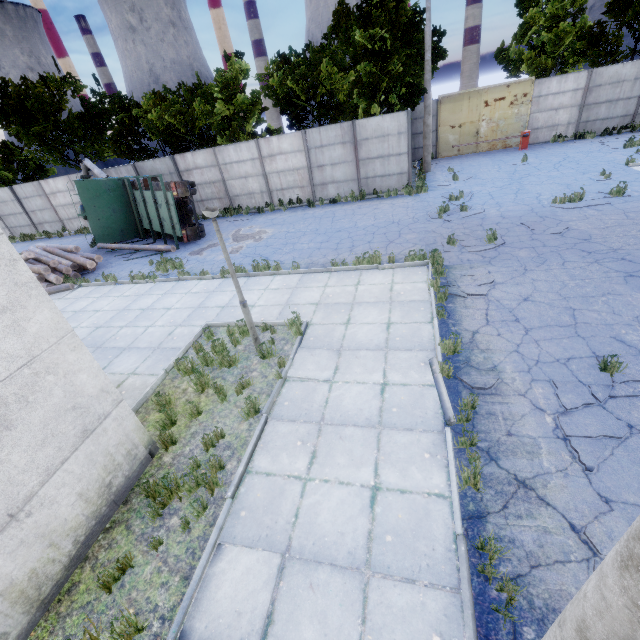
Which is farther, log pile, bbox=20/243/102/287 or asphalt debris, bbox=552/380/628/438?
log pile, bbox=20/243/102/287

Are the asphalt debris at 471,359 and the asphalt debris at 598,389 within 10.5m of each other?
yes

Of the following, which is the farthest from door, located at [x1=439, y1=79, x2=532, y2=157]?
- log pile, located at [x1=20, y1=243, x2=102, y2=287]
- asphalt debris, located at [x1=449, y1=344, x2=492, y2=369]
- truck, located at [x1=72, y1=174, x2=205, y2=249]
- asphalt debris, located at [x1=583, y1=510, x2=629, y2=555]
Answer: asphalt debris, located at [x1=583, y1=510, x2=629, y2=555]

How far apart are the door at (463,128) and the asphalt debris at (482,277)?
18.77m

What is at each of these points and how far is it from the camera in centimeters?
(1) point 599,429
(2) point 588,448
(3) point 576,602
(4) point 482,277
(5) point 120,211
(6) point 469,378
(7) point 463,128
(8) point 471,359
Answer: (1) asphalt debris, 457cm
(2) asphalt debris, 438cm
(3) lamp post, 173cm
(4) asphalt debris, 855cm
(5) truck, 1806cm
(6) asphalt debris, 571cm
(7) door, 2262cm
(8) asphalt debris, 615cm

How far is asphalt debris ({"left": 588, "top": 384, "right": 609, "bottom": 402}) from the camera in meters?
5.0 m

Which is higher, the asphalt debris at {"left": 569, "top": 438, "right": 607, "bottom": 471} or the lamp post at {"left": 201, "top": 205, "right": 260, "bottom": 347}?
Result: the lamp post at {"left": 201, "top": 205, "right": 260, "bottom": 347}

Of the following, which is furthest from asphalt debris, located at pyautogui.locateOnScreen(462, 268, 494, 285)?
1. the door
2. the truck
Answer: the door
